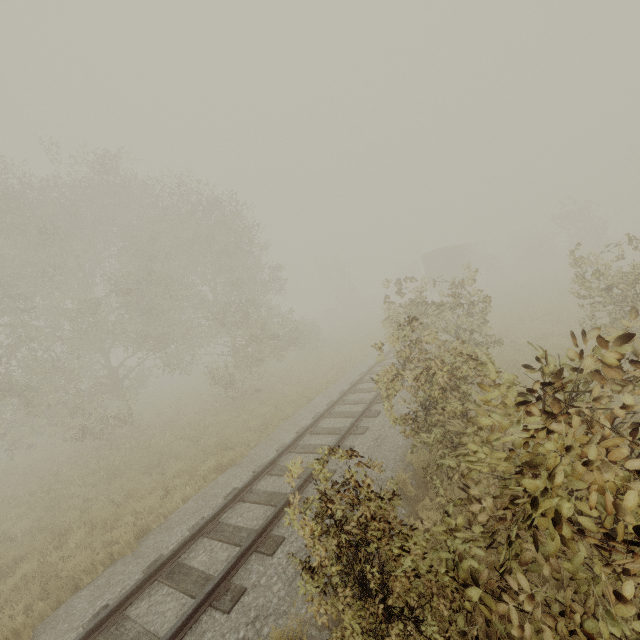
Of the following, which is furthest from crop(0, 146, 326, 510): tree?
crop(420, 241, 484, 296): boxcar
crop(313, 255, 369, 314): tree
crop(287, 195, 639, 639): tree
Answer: crop(313, 255, 369, 314): tree

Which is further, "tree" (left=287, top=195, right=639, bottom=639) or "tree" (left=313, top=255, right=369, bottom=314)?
"tree" (left=313, top=255, right=369, bottom=314)

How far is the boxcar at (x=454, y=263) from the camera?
29.3m

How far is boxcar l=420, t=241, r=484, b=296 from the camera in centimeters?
2931cm

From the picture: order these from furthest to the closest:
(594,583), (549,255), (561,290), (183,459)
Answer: (549,255) → (561,290) → (183,459) → (594,583)

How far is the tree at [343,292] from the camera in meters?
48.2

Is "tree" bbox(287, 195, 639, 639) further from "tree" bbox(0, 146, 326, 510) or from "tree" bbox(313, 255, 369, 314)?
"tree" bbox(313, 255, 369, 314)
